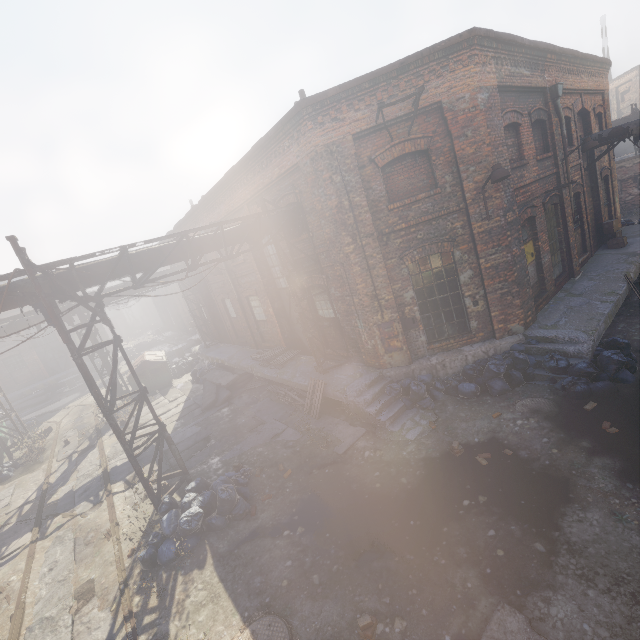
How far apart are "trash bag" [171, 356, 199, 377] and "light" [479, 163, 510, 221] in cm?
1894

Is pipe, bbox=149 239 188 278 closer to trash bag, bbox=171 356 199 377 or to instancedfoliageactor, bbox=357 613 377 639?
trash bag, bbox=171 356 199 377

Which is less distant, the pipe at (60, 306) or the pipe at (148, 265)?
the pipe at (60, 306)

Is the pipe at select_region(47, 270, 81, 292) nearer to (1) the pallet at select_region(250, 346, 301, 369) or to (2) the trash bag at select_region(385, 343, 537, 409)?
(1) the pallet at select_region(250, 346, 301, 369)

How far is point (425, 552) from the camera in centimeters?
521cm

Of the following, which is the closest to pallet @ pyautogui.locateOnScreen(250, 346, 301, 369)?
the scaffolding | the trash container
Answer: the scaffolding

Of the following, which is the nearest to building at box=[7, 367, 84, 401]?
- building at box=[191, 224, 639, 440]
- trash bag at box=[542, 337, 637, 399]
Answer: building at box=[191, 224, 639, 440]

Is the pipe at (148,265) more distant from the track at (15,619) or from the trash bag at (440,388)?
the trash bag at (440,388)
